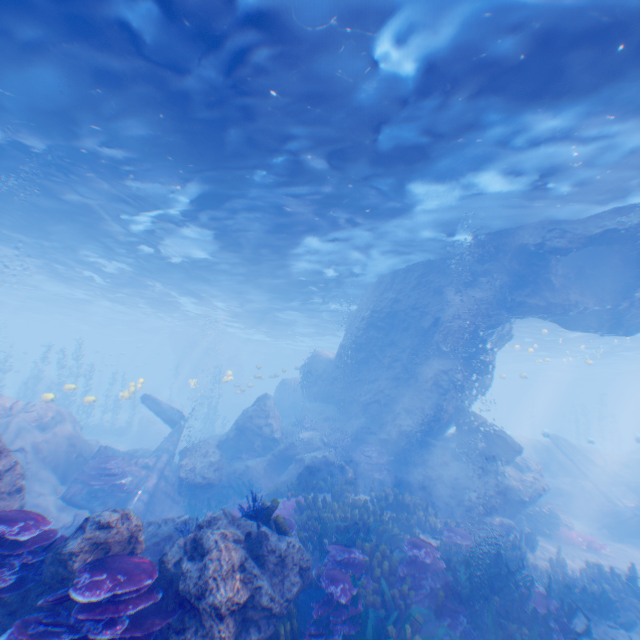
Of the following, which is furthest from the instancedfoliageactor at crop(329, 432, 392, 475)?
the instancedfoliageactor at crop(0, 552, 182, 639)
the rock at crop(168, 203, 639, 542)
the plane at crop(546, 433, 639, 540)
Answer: the plane at crop(546, 433, 639, 540)

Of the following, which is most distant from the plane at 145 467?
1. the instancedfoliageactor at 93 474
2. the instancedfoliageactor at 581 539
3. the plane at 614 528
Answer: the plane at 614 528

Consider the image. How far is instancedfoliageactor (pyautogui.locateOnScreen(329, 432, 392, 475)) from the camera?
15.0m

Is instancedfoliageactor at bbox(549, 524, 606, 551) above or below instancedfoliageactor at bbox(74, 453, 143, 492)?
below

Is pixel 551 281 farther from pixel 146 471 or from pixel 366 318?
pixel 146 471

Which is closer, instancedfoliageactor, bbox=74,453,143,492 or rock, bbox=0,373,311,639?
rock, bbox=0,373,311,639

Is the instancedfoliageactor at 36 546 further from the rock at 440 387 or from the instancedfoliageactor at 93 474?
the instancedfoliageactor at 93 474

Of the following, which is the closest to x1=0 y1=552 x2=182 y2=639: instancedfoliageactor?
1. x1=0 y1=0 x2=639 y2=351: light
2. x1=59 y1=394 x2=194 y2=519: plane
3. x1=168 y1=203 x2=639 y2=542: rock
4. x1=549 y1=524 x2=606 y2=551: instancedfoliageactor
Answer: x1=168 y1=203 x2=639 y2=542: rock
